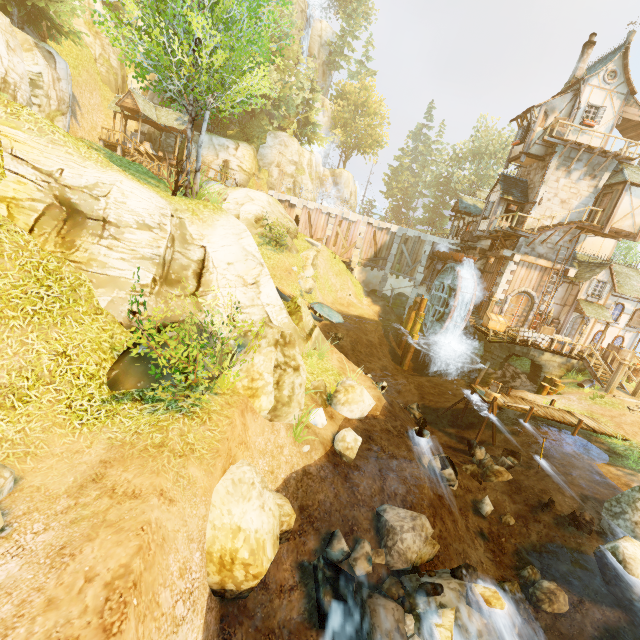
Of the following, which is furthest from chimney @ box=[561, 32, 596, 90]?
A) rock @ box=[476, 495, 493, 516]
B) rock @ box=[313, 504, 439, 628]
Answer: rock @ box=[313, 504, 439, 628]

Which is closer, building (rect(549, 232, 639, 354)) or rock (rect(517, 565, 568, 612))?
rock (rect(517, 565, 568, 612))

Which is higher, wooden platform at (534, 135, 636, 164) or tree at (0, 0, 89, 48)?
wooden platform at (534, 135, 636, 164)

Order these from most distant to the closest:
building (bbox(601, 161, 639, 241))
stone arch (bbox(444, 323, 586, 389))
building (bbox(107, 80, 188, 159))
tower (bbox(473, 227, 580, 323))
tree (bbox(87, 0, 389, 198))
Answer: building (bbox(107, 80, 188, 159)) → tower (bbox(473, 227, 580, 323)) → stone arch (bbox(444, 323, 586, 389)) → building (bbox(601, 161, 639, 241)) → tree (bbox(87, 0, 389, 198))

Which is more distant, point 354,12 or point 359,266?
point 354,12

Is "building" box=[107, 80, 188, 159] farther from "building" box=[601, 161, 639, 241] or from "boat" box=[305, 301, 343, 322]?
"building" box=[601, 161, 639, 241]

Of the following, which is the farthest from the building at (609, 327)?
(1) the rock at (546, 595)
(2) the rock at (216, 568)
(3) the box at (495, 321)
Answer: (2) the rock at (216, 568)

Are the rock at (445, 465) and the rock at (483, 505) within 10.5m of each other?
yes
